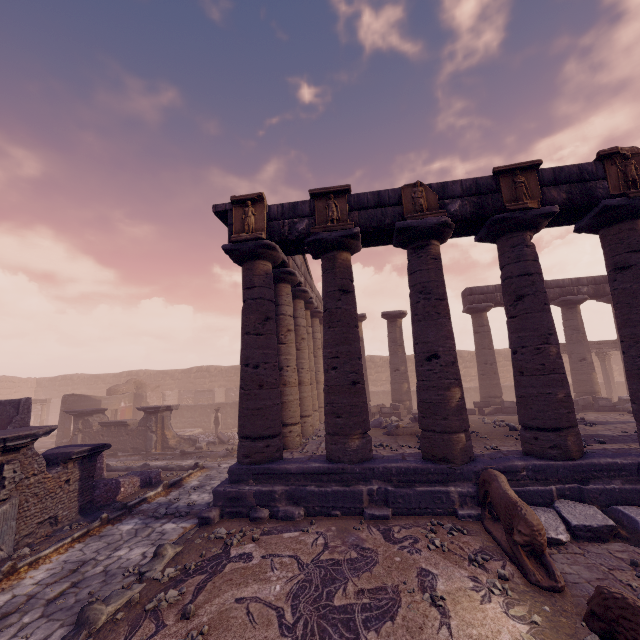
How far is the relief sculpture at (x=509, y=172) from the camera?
7.3 meters

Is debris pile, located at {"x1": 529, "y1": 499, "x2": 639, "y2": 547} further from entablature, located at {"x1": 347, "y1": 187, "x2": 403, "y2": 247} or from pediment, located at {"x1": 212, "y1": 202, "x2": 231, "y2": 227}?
pediment, located at {"x1": 212, "y1": 202, "x2": 231, "y2": 227}

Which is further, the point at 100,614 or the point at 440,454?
the point at 440,454

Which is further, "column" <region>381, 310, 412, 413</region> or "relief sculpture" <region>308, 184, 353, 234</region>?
"column" <region>381, 310, 412, 413</region>

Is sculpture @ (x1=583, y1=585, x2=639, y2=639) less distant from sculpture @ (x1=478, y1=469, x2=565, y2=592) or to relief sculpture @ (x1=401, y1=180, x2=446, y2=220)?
sculpture @ (x1=478, y1=469, x2=565, y2=592)

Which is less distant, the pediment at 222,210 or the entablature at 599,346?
the pediment at 222,210

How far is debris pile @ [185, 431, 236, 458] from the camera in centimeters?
1420cm

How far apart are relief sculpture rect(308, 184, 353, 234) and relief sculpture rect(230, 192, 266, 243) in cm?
114
